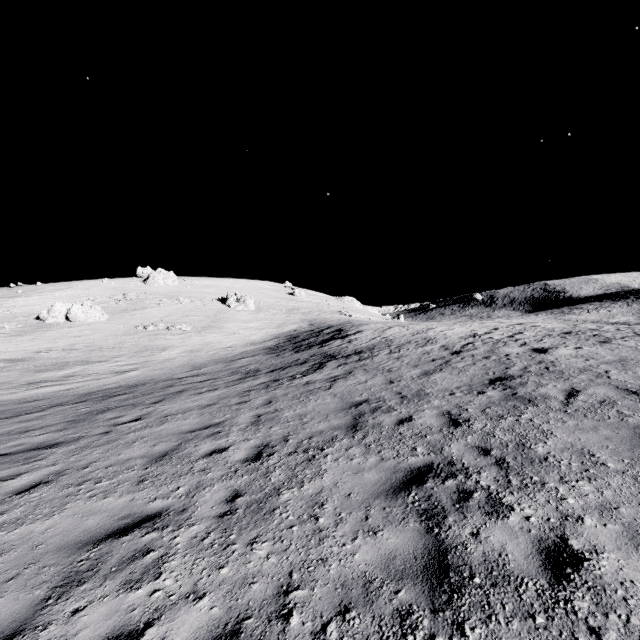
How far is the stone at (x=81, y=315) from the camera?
40.8m

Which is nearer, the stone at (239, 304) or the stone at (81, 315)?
the stone at (81, 315)

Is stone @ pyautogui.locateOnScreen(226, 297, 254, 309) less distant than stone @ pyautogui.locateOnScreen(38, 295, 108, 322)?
No

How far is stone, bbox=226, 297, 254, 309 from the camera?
58.4 meters

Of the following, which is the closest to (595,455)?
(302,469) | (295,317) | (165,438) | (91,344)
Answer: (302,469)

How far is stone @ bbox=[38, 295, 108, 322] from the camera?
40.8 meters
